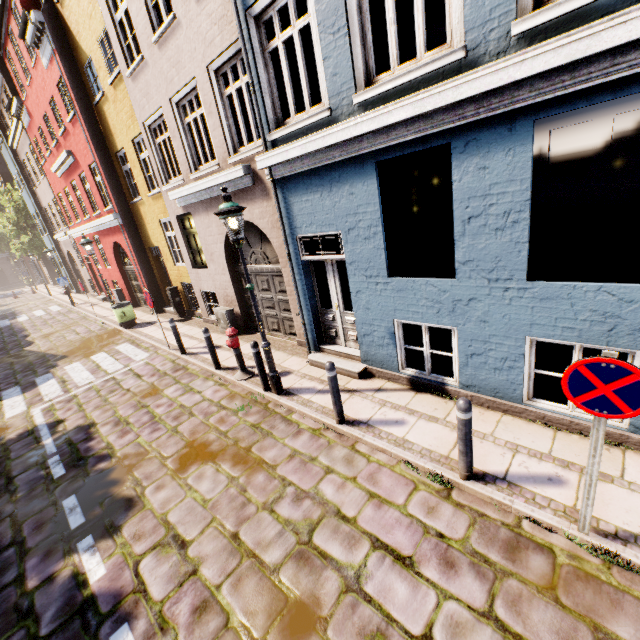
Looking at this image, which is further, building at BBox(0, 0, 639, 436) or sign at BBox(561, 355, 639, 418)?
building at BBox(0, 0, 639, 436)

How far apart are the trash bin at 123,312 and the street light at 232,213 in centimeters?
957cm

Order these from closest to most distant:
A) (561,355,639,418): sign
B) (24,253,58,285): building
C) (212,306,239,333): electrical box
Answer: (561,355,639,418): sign → (212,306,239,333): electrical box → (24,253,58,285): building

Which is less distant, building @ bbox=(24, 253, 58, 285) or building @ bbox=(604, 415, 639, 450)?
building @ bbox=(604, 415, 639, 450)

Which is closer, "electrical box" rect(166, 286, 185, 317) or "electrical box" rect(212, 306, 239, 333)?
"electrical box" rect(212, 306, 239, 333)

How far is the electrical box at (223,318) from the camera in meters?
9.9

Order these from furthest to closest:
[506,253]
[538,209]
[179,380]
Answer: [538,209]
[179,380]
[506,253]

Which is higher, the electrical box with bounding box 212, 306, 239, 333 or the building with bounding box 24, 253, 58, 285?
the building with bounding box 24, 253, 58, 285
